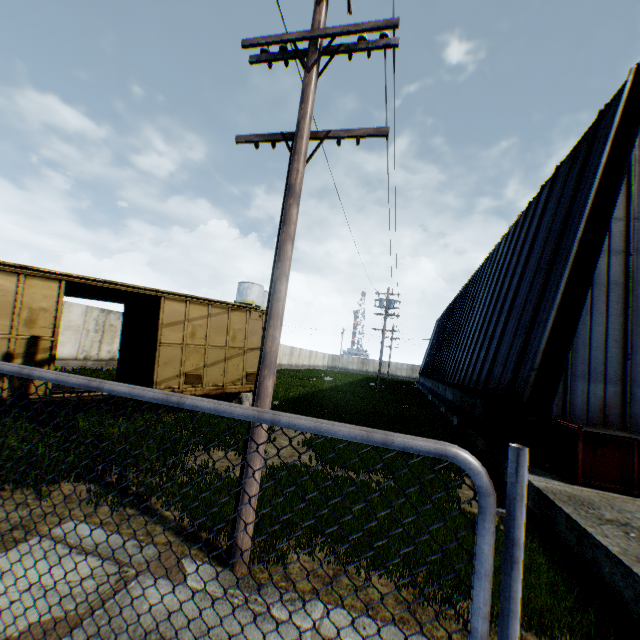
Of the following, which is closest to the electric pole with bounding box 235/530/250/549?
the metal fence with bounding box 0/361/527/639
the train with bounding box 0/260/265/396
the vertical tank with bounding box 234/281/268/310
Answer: the metal fence with bounding box 0/361/527/639

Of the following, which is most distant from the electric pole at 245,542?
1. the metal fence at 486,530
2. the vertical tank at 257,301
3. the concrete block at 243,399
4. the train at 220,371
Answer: the vertical tank at 257,301

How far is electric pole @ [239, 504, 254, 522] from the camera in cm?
389

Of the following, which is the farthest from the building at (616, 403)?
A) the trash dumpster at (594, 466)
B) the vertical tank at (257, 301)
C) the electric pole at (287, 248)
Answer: the vertical tank at (257, 301)

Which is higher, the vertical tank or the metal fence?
the vertical tank

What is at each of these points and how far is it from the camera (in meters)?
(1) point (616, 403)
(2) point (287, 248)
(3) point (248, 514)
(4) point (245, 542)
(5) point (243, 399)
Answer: (1) building, 8.09
(2) electric pole, 4.29
(3) electric pole, 3.90
(4) electric pole, 3.87
(5) concrete block, 12.76

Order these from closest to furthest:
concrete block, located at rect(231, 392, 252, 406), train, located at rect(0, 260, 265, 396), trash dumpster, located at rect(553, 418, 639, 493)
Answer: trash dumpster, located at rect(553, 418, 639, 493) → train, located at rect(0, 260, 265, 396) → concrete block, located at rect(231, 392, 252, 406)
